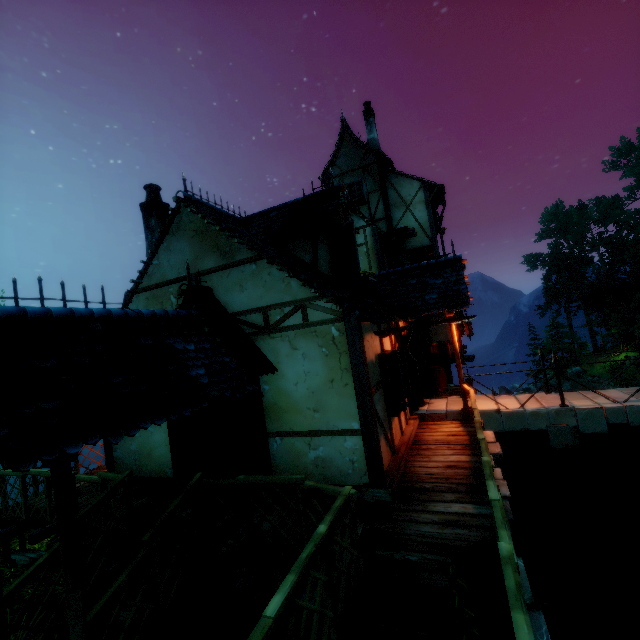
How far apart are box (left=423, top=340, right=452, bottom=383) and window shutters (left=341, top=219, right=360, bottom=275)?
6.7 meters

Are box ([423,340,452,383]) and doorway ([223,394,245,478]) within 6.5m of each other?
no

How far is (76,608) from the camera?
3.18m

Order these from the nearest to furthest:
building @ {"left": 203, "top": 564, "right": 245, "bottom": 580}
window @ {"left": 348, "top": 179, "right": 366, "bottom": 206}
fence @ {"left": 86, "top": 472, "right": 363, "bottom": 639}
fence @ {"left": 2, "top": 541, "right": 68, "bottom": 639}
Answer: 1. fence @ {"left": 86, "top": 472, "right": 363, "bottom": 639}
2. fence @ {"left": 2, "top": 541, "right": 68, "bottom": 639}
3. building @ {"left": 203, "top": 564, "right": 245, "bottom": 580}
4. window @ {"left": 348, "top": 179, "right": 366, "bottom": 206}

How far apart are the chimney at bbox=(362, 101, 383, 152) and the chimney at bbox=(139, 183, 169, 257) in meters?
11.9 m

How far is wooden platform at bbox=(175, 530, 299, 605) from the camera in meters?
4.1 m

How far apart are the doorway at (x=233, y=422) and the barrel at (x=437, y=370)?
7.3 meters

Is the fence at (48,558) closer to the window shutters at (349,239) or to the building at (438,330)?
the building at (438,330)
